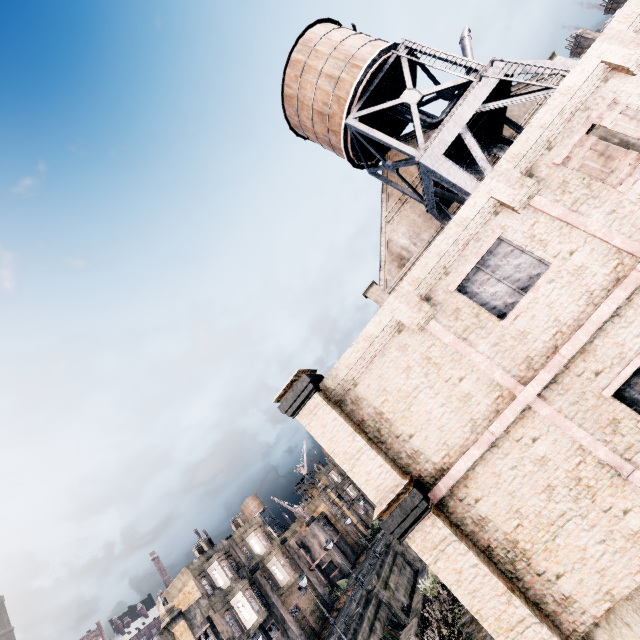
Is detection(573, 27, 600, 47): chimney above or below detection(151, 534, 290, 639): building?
above

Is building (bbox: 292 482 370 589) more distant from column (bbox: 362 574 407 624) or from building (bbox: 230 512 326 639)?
column (bbox: 362 574 407 624)

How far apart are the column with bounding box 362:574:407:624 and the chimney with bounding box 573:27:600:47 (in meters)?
91.47

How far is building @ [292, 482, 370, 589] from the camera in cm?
4966

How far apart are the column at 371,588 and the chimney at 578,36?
91.47m

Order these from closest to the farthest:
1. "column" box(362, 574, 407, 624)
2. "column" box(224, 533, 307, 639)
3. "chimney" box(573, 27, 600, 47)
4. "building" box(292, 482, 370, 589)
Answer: "column" box(362, 574, 407, 624)
"column" box(224, 533, 307, 639)
"building" box(292, 482, 370, 589)
"chimney" box(573, 27, 600, 47)

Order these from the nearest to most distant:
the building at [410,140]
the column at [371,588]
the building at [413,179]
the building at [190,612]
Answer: the building at [413,179] → the building at [410,140] → the building at [190,612] → the column at [371,588]

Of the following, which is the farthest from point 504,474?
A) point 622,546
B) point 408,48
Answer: point 408,48
